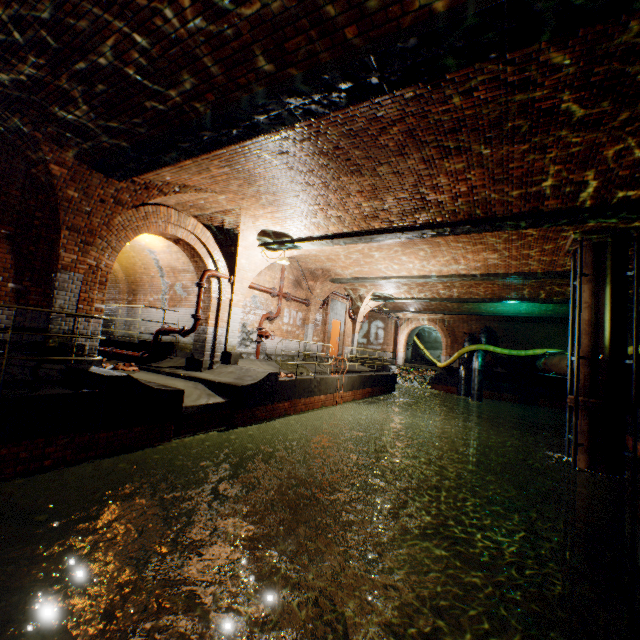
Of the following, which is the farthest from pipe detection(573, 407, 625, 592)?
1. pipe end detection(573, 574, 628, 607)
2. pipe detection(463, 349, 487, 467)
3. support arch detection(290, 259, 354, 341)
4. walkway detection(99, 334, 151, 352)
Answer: walkway detection(99, 334, 151, 352)

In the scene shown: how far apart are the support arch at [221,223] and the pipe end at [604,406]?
8.9 meters

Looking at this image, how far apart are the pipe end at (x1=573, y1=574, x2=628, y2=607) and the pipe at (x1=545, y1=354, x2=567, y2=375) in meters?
7.2

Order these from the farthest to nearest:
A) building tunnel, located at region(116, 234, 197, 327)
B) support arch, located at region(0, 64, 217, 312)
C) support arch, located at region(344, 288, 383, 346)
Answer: support arch, located at region(344, 288, 383, 346), building tunnel, located at region(116, 234, 197, 327), support arch, located at region(0, 64, 217, 312)

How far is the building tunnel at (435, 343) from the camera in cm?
3173

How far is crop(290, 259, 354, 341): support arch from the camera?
13.84m

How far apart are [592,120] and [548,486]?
18.87m

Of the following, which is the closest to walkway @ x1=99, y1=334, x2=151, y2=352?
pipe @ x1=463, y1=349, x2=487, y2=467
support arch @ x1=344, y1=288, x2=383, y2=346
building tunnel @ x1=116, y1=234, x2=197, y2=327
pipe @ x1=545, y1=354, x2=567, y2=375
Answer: building tunnel @ x1=116, y1=234, x2=197, y2=327
